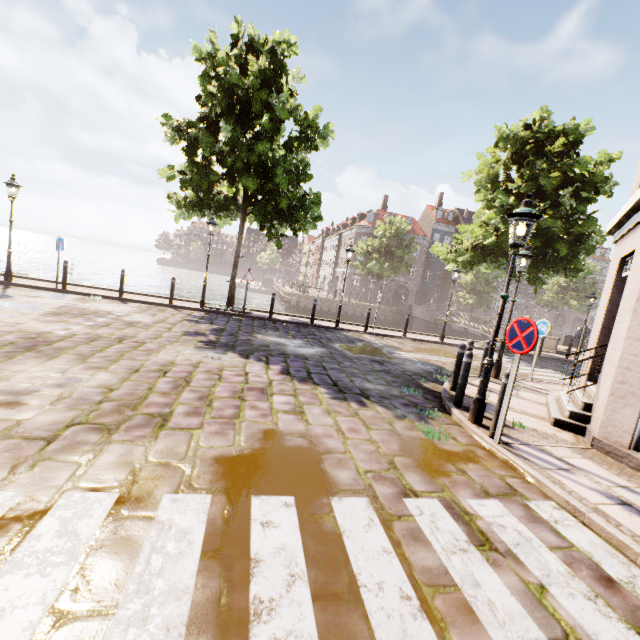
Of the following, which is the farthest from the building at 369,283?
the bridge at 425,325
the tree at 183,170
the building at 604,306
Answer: the building at 604,306

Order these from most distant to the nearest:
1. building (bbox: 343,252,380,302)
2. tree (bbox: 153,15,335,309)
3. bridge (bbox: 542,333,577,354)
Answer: building (bbox: 343,252,380,302), bridge (bbox: 542,333,577,354), tree (bbox: 153,15,335,309)

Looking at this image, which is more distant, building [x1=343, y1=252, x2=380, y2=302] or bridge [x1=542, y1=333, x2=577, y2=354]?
building [x1=343, y1=252, x2=380, y2=302]

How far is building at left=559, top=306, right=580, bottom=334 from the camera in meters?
55.6 m

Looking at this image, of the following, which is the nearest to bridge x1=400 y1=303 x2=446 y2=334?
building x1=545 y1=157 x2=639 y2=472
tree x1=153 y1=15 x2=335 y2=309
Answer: tree x1=153 y1=15 x2=335 y2=309

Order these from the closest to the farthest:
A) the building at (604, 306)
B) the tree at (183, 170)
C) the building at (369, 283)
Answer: the building at (604, 306) < the tree at (183, 170) < the building at (369, 283)

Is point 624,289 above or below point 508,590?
above

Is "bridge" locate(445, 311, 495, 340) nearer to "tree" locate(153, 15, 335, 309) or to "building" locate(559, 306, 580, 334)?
"tree" locate(153, 15, 335, 309)
